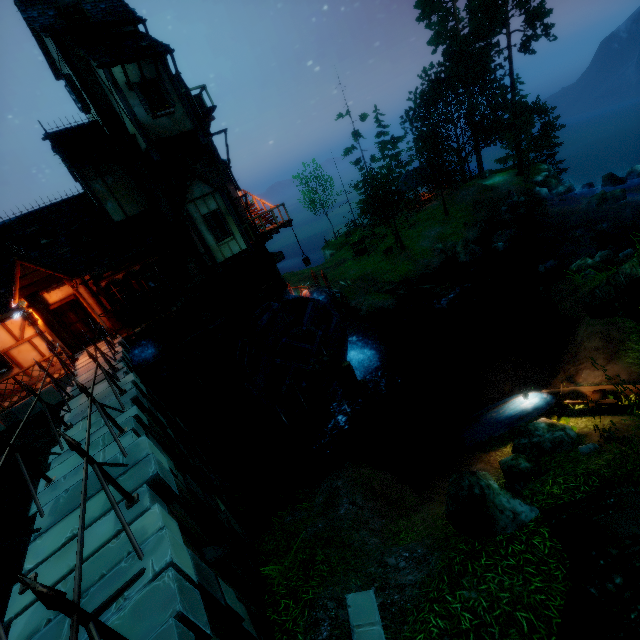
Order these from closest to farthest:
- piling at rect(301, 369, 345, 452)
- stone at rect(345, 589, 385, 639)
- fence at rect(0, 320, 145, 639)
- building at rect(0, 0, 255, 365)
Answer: fence at rect(0, 320, 145, 639) → stone at rect(345, 589, 385, 639) → building at rect(0, 0, 255, 365) → piling at rect(301, 369, 345, 452)

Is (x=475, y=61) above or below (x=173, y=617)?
above

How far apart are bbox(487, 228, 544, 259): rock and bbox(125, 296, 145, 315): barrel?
27.4 meters

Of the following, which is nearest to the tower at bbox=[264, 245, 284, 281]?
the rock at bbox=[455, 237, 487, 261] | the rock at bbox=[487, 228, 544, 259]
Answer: the rock at bbox=[455, 237, 487, 261]

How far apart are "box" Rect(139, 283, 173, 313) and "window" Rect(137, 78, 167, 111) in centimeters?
630cm

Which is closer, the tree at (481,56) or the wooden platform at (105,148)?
the wooden platform at (105,148)

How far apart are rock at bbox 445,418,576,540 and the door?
15.0m

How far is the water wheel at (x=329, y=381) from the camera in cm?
1862
